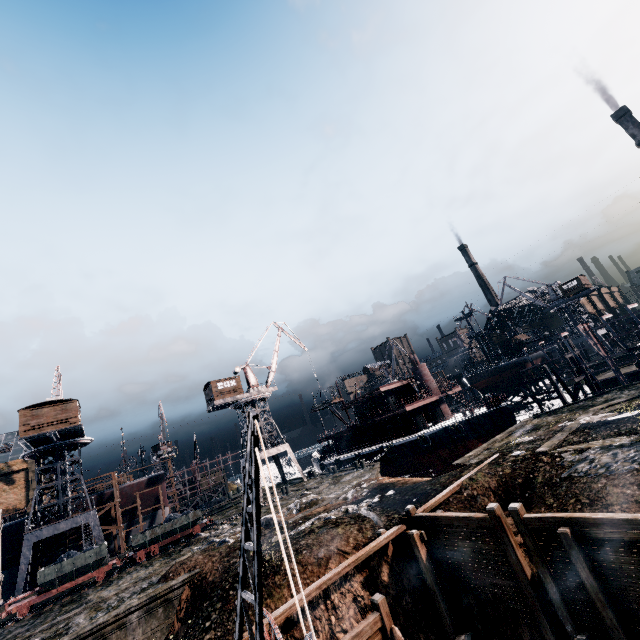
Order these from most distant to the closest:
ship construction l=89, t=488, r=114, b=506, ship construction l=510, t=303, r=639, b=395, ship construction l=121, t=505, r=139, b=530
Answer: ship construction l=121, t=505, r=139, b=530 → ship construction l=89, t=488, r=114, b=506 → ship construction l=510, t=303, r=639, b=395

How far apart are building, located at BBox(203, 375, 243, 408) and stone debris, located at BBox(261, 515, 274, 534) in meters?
23.3 m

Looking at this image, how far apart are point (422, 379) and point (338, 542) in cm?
3367

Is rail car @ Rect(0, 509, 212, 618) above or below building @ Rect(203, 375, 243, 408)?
below

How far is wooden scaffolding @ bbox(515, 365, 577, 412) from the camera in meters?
32.5 m

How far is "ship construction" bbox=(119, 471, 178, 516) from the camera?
45.50m

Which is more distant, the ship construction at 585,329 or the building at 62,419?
the building at 62,419

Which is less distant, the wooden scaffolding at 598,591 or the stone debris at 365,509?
the wooden scaffolding at 598,591
